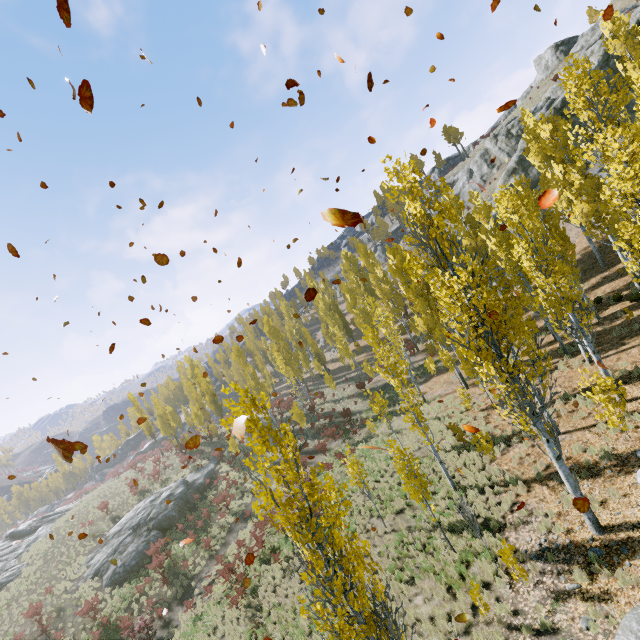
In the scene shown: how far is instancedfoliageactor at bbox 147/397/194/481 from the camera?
38.4m

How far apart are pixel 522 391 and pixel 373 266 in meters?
28.6

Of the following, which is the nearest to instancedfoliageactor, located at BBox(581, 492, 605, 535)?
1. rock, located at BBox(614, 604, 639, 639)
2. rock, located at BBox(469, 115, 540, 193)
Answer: rock, located at BBox(614, 604, 639, 639)

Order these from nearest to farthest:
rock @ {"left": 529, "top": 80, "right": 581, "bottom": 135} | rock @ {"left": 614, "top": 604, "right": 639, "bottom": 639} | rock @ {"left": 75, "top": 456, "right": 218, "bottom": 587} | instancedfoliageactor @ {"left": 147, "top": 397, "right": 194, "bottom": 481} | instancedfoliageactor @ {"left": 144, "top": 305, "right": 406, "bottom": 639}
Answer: instancedfoliageactor @ {"left": 144, "top": 305, "right": 406, "bottom": 639} → rock @ {"left": 614, "top": 604, "right": 639, "bottom": 639} → rock @ {"left": 75, "top": 456, "right": 218, "bottom": 587} → rock @ {"left": 529, "top": 80, "right": 581, "bottom": 135} → instancedfoliageactor @ {"left": 147, "top": 397, "right": 194, "bottom": 481}

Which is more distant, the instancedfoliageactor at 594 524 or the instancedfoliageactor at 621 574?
the instancedfoliageactor at 594 524

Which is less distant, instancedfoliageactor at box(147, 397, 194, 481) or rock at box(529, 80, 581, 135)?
rock at box(529, 80, 581, 135)

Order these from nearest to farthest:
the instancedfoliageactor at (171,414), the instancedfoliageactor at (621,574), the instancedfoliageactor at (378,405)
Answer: the instancedfoliageactor at (621,574), the instancedfoliageactor at (378,405), the instancedfoliageactor at (171,414)

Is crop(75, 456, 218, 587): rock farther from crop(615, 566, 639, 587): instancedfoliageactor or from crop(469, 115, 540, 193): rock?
crop(469, 115, 540, 193): rock
